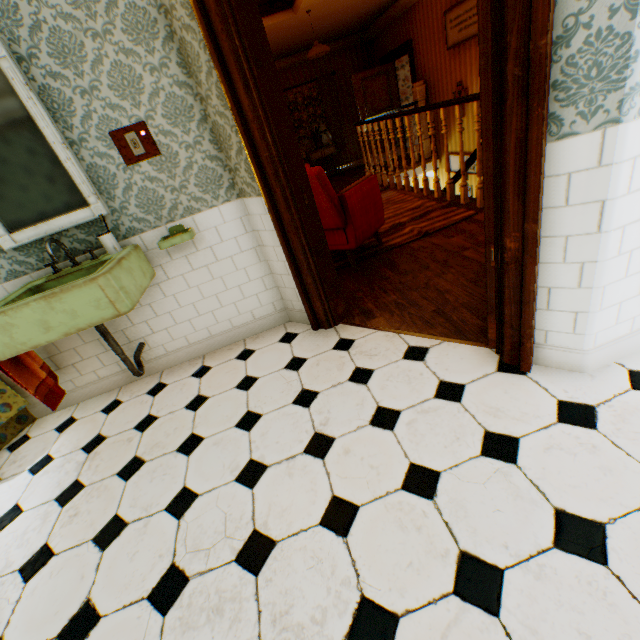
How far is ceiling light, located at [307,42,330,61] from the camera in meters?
5.9

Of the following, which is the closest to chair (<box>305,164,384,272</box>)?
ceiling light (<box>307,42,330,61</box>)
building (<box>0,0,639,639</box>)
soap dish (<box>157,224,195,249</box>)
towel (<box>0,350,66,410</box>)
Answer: building (<box>0,0,639,639</box>)

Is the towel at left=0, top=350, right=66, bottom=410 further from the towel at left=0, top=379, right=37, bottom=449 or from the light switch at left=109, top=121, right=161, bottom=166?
the light switch at left=109, top=121, right=161, bottom=166

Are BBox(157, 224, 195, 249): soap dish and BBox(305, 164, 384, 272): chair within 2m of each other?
yes

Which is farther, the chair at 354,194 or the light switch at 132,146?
the chair at 354,194

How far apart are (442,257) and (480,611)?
2.86m

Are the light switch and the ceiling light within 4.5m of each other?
no

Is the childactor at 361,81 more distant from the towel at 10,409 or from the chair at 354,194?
the towel at 10,409
